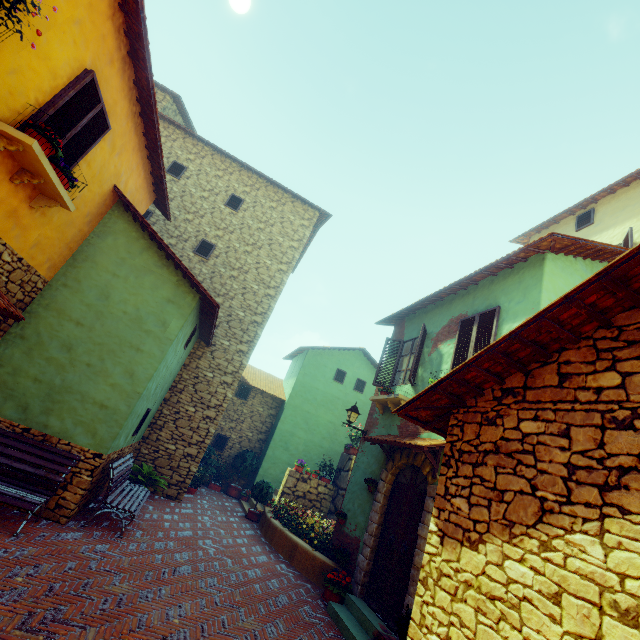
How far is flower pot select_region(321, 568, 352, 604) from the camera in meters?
6.8 m

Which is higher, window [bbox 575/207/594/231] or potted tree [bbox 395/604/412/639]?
window [bbox 575/207/594/231]

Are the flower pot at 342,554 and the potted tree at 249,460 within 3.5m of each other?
no

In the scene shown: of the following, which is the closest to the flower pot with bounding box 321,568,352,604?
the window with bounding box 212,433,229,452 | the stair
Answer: the stair

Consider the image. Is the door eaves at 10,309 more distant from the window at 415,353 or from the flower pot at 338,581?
the flower pot at 338,581

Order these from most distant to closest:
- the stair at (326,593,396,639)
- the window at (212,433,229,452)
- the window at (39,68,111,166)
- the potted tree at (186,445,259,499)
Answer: the window at (212,433,229,452)
the potted tree at (186,445,259,499)
the stair at (326,593,396,639)
the window at (39,68,111,166)

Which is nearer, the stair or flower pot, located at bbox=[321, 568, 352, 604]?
the stair

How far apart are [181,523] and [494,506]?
8.0 meters
